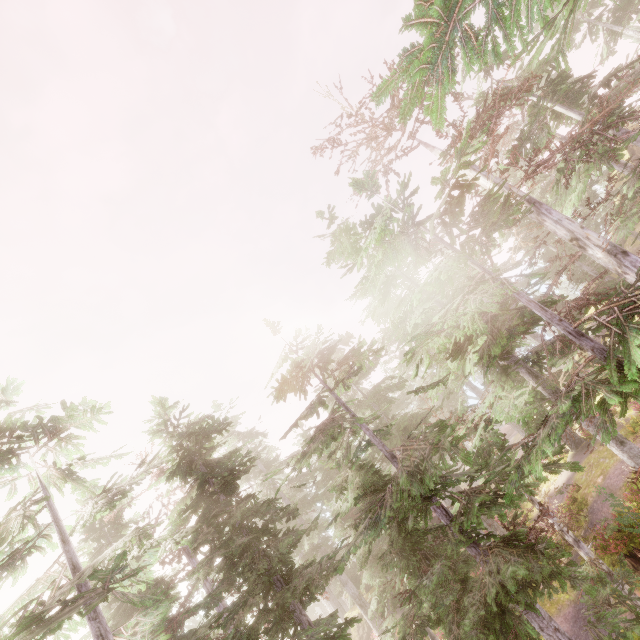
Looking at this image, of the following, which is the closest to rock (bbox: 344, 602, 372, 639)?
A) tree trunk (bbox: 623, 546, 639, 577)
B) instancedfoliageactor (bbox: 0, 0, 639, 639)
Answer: instancedfoliageactor (bbox: 0, 0, 639, 639)

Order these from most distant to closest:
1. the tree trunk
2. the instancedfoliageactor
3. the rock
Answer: the rock, the tree trunk, the instancedfoliageactor

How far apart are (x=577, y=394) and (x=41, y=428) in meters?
16.2 m

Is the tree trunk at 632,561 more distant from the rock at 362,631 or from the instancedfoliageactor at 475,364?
the rock at 362,631

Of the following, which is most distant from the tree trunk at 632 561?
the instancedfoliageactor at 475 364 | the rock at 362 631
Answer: the rock at 362 631

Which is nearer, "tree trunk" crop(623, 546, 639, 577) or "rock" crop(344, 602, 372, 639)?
"tree trunk" crop(623, 546, 639, 577)

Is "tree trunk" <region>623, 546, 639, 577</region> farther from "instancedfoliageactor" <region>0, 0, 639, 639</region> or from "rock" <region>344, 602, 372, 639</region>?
"rock" <region>344, 602, 372, 639</region>
